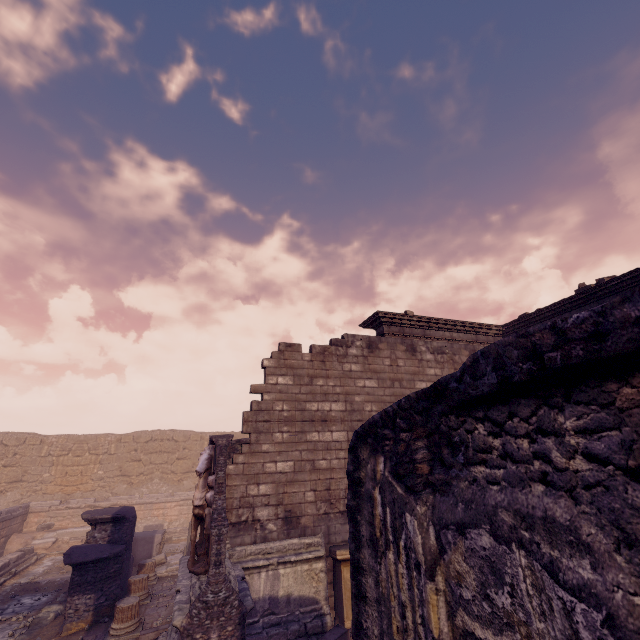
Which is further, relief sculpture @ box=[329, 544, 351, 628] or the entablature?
the entablature

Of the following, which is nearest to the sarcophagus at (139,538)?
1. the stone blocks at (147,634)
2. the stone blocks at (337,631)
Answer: the stone blocks at (147,634)

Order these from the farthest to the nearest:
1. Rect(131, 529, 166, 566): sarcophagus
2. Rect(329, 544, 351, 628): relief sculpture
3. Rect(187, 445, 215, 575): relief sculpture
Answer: Rect(131, 529, 166, 566): sarcophagus, Rect(329, 544, 351, 628): relief sculpture, Rect(187, 445, 215, 575): relief sculpture

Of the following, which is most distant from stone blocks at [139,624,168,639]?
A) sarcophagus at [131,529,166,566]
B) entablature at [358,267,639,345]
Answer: entablature at [358,267,639,345]

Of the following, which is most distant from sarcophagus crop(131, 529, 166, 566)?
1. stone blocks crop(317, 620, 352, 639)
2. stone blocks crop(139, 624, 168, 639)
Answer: stone blocks crop(317, 620, 352, 639)

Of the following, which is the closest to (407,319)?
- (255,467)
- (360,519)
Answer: (255,467)

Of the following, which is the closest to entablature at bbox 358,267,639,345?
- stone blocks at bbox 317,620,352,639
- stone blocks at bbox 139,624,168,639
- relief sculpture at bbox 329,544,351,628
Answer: relief sculpture at bbox 329,544,351,628

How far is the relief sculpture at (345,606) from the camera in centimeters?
696cm
